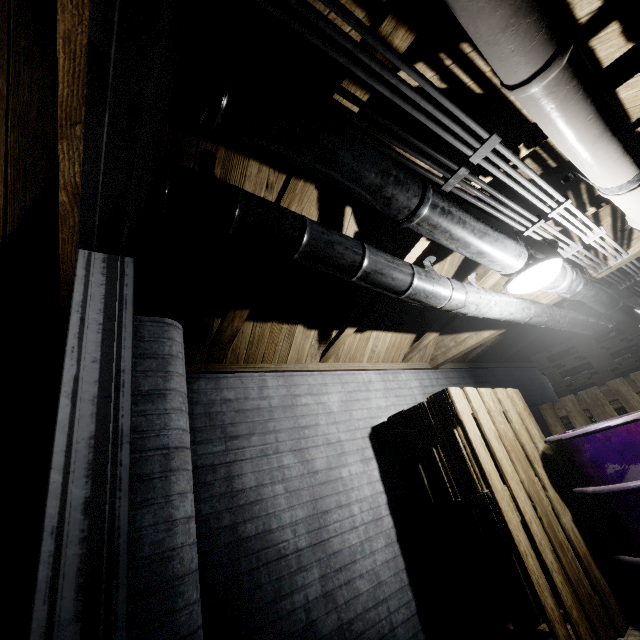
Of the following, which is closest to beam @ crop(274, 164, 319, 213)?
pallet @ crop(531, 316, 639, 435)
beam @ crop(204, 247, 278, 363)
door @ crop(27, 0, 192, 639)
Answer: beam @ crop(204, 247, 278, 363)

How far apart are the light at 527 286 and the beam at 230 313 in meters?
1.4 m

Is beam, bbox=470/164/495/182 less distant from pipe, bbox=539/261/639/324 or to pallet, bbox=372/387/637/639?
pipe, bbox=539/261/639/324

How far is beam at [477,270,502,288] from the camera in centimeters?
261cm

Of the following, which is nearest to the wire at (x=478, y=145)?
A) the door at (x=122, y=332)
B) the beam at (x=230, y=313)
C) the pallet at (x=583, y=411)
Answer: the door at (x=122, y=332)

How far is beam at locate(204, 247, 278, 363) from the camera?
1.7 meters

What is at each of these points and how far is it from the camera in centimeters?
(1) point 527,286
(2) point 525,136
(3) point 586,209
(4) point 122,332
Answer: (1) light, 187cm
(2) beam, 150cm
(3) beam, 215cm
(4) door, 92cm

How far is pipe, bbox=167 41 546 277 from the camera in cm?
83
